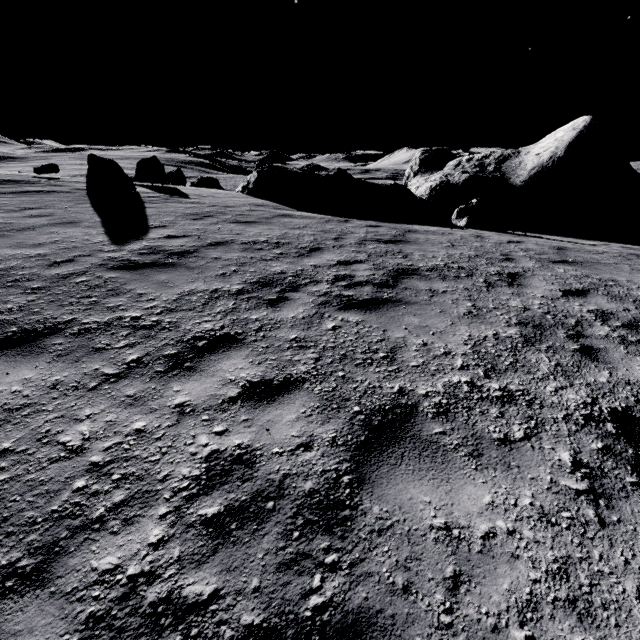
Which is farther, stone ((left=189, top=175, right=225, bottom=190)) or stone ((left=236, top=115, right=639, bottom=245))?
stone ((left=189, top=175, right=225, bottom=190))

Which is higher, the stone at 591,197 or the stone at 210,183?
the stone at 591,197

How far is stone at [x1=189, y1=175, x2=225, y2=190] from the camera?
38.88m

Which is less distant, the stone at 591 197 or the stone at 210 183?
the stone at 591 197

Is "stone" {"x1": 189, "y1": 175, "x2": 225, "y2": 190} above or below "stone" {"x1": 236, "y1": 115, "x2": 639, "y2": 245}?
below

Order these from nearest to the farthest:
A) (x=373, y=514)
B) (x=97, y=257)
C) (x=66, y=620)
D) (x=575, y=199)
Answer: (x=66, y=620) < (x=373, y=514) < (x=97, y=257) < (x=575, y=199)
